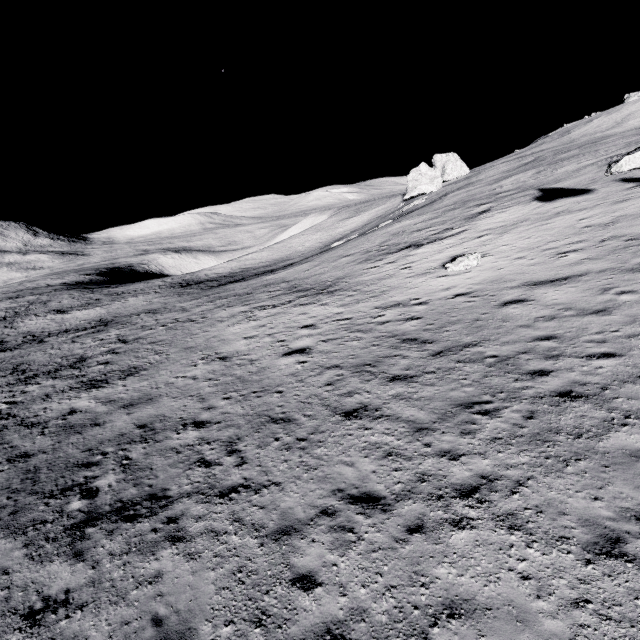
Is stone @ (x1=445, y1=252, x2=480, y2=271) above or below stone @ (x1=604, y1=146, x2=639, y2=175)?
below

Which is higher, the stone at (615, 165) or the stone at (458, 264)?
the stone at (615, 165)

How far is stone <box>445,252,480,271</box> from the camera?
18.2m

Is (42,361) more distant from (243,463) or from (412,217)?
(412,217)

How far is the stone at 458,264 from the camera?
18.23m

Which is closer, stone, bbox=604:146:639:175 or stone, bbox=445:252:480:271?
stone, bbox=604:146:639:175
